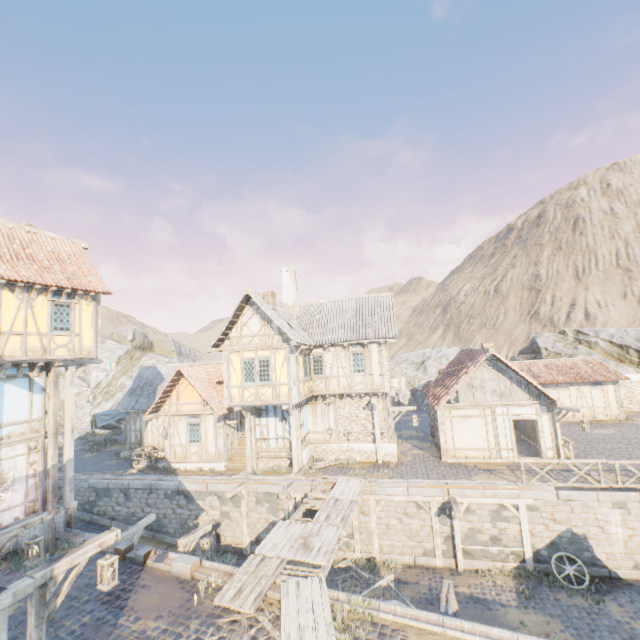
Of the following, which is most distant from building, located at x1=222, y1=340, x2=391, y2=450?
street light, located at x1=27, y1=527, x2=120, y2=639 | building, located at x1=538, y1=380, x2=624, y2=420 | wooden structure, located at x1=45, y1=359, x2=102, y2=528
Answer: street light, located at x1=27, y1=527, x2=120, y2=639

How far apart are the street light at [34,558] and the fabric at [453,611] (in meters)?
9.75

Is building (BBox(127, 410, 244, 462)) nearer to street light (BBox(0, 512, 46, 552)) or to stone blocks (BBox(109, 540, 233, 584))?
stone blocks (BBox(109, 540, 233, 584))

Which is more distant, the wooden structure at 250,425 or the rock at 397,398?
the rock at 397,398

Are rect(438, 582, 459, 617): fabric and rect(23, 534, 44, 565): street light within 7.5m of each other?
no

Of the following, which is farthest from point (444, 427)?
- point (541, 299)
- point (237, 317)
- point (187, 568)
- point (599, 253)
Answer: point (599, 253)

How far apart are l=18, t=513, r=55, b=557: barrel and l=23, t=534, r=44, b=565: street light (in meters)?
4.91

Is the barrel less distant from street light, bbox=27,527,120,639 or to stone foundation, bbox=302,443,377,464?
street light, bbox=27,527,120,639
